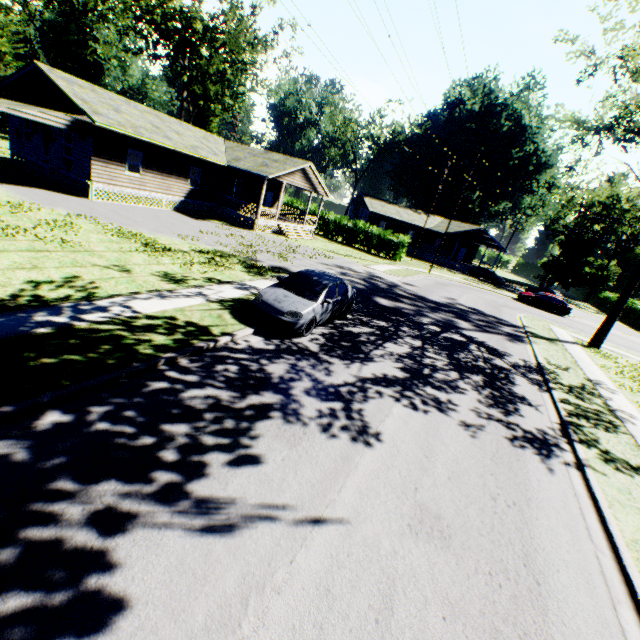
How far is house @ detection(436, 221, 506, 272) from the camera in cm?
4622

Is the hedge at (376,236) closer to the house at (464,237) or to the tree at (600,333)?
the house at (464,237)

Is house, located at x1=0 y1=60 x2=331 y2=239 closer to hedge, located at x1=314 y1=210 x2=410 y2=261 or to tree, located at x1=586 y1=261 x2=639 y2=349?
hedge, located at x1=314 y1=210 x2=410 y2=261

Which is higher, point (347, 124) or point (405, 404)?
point (347, 124)

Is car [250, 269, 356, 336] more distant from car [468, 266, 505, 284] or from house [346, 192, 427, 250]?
car [468, 266, 505, 284]

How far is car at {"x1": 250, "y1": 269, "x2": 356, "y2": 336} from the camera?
9.5 meters

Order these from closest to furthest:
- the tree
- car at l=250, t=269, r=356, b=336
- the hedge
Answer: car at l=250, t=269, r=356, b=336, the tree, the hedge

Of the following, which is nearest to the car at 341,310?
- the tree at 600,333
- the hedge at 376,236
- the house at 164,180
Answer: the house at 164,180
